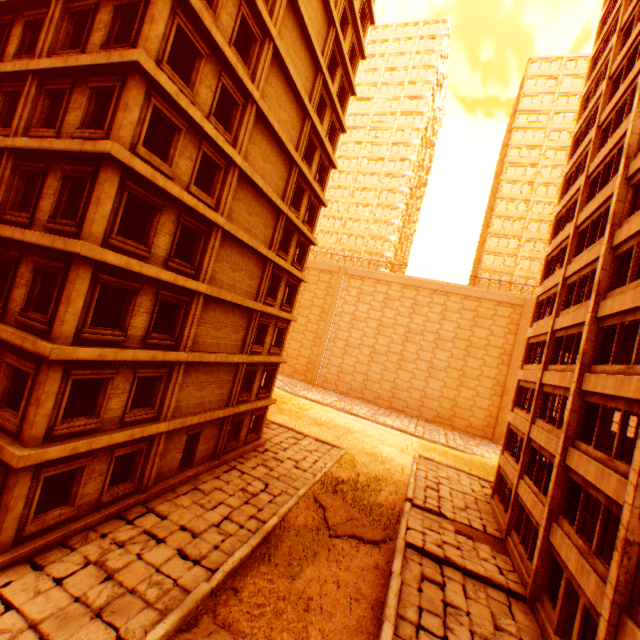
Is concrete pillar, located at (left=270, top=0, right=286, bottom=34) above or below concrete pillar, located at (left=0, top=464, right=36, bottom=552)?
above

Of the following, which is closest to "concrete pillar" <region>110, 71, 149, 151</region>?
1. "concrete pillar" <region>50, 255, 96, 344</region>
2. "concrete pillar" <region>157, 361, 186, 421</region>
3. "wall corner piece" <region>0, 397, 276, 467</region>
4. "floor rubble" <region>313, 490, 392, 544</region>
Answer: "concrete pillar" <region>50, 255, 96, 344</region>

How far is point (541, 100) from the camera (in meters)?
51.59

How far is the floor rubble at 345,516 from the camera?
14.7 meters

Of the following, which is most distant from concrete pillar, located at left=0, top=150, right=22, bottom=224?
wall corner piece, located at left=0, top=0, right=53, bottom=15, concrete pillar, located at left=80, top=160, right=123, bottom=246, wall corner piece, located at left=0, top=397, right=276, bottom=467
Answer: wall corner piece, located at left=0, top=397, right=276, bottom=467

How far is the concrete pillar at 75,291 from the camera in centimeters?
952cm

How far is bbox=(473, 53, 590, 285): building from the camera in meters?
49.4

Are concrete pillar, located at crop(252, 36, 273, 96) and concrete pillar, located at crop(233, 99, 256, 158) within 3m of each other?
yes
